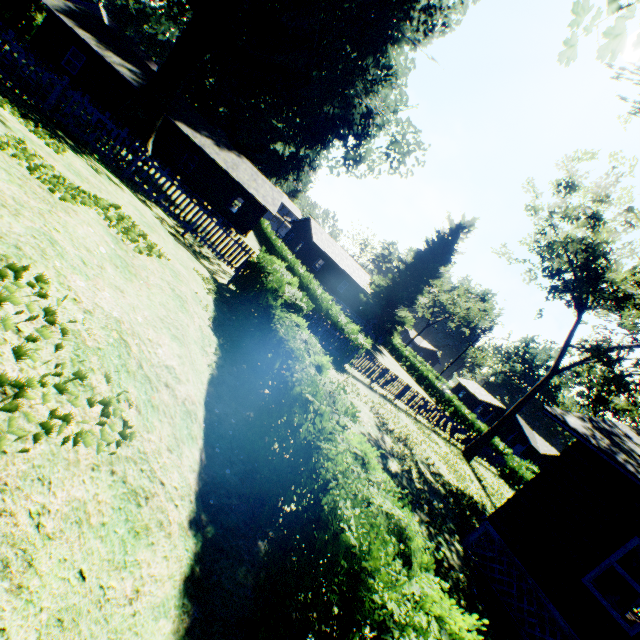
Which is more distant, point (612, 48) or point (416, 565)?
point (612, 48)

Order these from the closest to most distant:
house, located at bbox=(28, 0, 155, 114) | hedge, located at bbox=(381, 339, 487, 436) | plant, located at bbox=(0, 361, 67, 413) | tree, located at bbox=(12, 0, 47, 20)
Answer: plant, located at bbox=(0, 361, 67, 413) → house, located at bbox=(28, 0, 155, 114) → tree, located at bbox=(12, 0, 47, 20) → hedge, located at bbox=(381, 339, 487, 436)

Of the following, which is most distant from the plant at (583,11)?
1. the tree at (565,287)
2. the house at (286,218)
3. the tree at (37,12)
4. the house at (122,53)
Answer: the tree at (565,287)

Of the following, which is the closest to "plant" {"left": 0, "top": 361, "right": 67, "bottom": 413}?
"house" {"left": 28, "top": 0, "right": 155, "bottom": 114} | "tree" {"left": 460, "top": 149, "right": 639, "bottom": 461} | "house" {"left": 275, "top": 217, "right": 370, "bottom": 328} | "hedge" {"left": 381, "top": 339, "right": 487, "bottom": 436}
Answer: "house" {"left": 275, "top": 217, "right": 370, "bottom": 328}

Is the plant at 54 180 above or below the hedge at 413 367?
above

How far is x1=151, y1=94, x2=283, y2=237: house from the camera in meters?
27.2 m

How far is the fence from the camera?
17.7m

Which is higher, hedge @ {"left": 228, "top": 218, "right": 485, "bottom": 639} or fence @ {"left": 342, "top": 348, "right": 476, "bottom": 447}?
A: fence @ {"left": 342, "top": 348, "right": 476, "bottom": 447}
